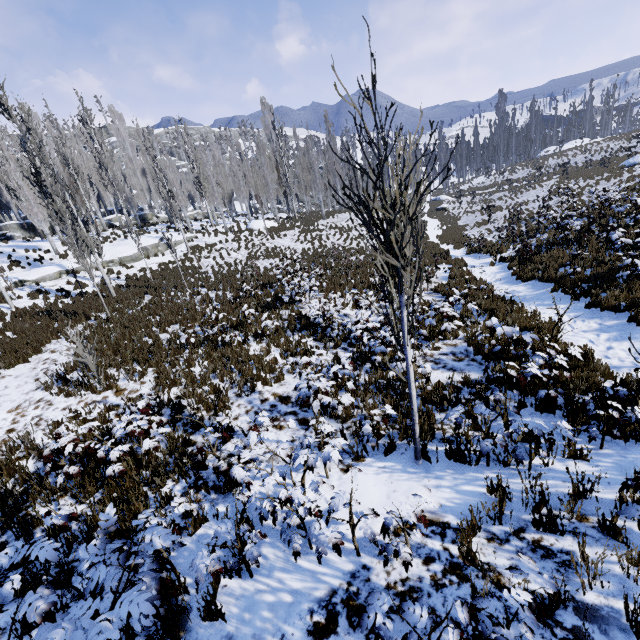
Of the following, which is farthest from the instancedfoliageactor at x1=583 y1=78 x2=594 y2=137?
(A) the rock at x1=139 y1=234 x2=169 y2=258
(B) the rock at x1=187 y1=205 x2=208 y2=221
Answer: (A) the rock at x1=139 y1=234 x2=169 y2=258

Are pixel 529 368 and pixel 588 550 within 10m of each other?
yes

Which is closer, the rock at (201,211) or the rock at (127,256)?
the rock at (127,256)

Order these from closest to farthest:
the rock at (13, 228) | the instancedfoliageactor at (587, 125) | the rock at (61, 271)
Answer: the rock at (61, 271) < the rock at (13, 228) < the instancedfoliageactor at (587, 125)

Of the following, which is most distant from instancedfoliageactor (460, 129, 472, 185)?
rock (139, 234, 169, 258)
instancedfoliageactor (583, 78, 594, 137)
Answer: instancedfoliageactor (583, 78, 594, 137)

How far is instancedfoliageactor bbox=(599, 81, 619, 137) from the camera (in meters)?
56.81

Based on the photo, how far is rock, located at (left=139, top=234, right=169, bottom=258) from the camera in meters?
24.9 m

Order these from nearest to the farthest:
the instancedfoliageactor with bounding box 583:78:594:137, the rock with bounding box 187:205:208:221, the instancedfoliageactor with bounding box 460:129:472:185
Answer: the rock with bounding box 187:205:208:221 → the instancedfoliageactor with bounding box 583:78:594:137 → the instancedfoliageactor with bounding box 460:129:472:185
